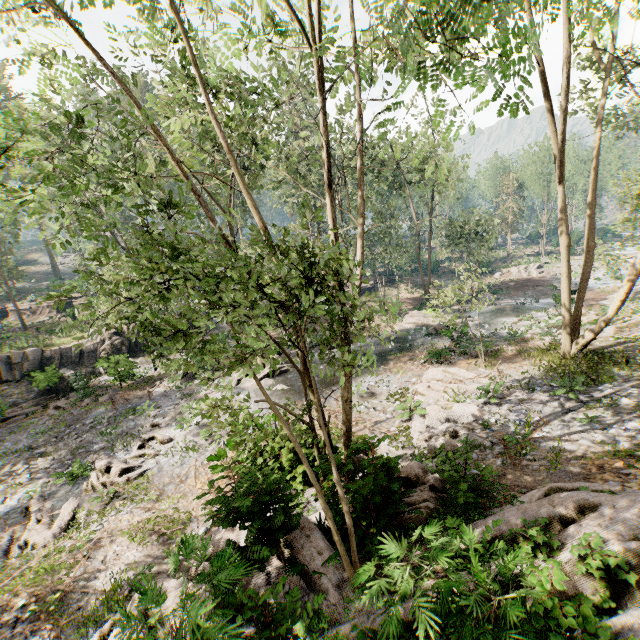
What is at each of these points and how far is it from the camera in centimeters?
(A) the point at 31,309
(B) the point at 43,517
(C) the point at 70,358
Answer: (A) ground embankment, 4197cm
(B) foliage, 1184cm
(C) rock, 2636cm

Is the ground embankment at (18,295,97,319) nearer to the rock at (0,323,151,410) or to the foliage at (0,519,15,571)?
the foliage at (0,519,15,571)

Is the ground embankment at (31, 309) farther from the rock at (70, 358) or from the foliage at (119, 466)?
the rock at (70, 358)

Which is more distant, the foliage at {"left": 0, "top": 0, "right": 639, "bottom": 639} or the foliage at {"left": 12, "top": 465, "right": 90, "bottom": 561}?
the foliage at {"left": 12, "top": 465, "right": 90, "bottom": 561}

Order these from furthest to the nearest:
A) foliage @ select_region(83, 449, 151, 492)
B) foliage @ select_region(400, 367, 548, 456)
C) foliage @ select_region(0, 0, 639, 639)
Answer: foliage @ select_region(83, 449, 151, 492) → foliage @ select_region(400, 367, 548, 456) → foliage @ select_region(0, 0, 639, 639)

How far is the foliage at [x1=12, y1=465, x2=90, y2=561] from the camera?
10.5m

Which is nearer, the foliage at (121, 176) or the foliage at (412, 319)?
the foliage at (121, 176)
